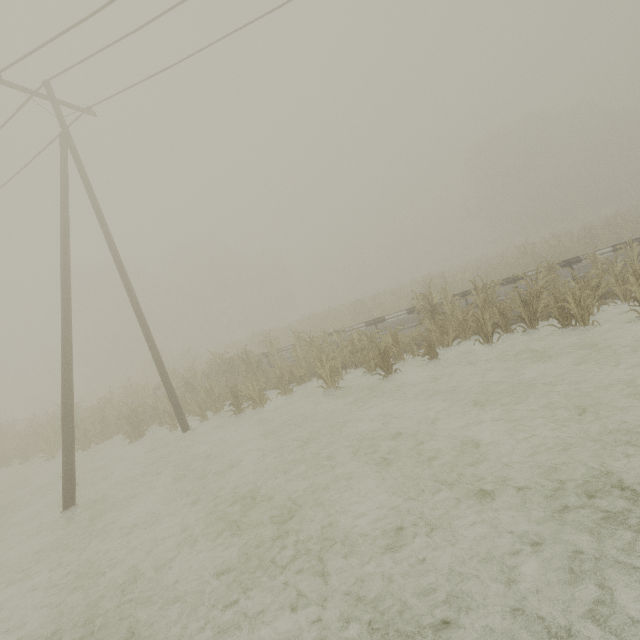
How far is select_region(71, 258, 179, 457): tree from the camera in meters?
13.7

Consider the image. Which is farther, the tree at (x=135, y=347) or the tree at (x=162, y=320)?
the tree at (x=135, y=347)

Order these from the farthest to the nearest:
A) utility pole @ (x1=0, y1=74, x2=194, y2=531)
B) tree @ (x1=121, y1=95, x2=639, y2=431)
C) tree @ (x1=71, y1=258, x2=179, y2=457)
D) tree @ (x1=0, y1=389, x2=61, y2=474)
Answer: tree @ (x1=0, y1=389, x2=61, y2=474), tree @ (x1=71, y1=258, x2=179, y2=457), tree @ (x1=121, y1=95, x2=639, y2=431), utility pole @ (x1=0, y1=74, x2=194, y2=531)

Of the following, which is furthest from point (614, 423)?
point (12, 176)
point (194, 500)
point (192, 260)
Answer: point (192, 260)

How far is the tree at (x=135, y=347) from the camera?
13.66m

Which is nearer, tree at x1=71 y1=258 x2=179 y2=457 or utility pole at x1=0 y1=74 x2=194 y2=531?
utility pole at x1=0 y1=74 x2=194 y2=531
